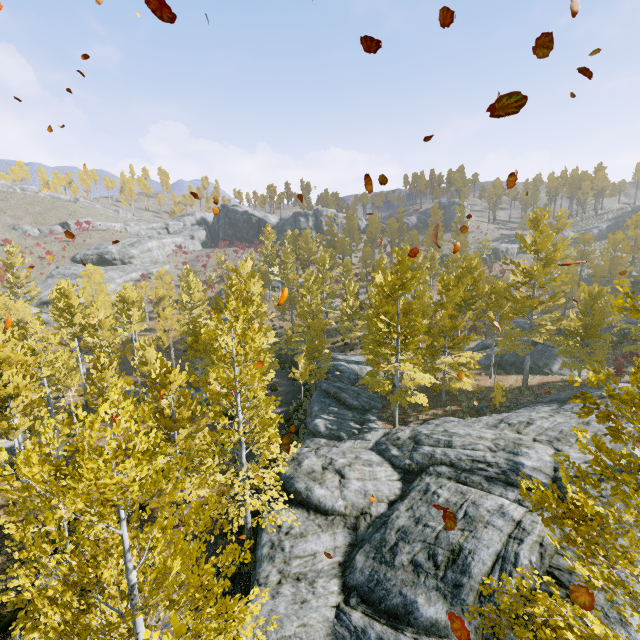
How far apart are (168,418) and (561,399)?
22.1m

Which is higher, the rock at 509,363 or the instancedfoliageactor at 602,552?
the instancedfoliageactor at 602,552

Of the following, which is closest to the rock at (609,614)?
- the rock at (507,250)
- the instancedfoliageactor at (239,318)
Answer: the instancedfoliageactor at (239,318)

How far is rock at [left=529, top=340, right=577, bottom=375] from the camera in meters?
26.2

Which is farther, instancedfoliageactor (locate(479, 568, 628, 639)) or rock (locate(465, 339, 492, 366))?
rock (locate(465, 339, 492, 366))

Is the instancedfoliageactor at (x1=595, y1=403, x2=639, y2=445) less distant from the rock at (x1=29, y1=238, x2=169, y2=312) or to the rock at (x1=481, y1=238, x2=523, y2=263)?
the rock at (x1=481, y1=238, x2=523, y2=263)

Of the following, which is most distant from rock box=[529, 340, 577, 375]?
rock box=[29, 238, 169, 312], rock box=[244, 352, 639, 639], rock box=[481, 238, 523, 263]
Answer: rock box=[29, 238, 169, 312]

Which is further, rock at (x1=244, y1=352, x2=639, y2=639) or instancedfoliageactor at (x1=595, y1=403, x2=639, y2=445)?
rock at (x1=244, y1=352, x2=639, y2=639)
